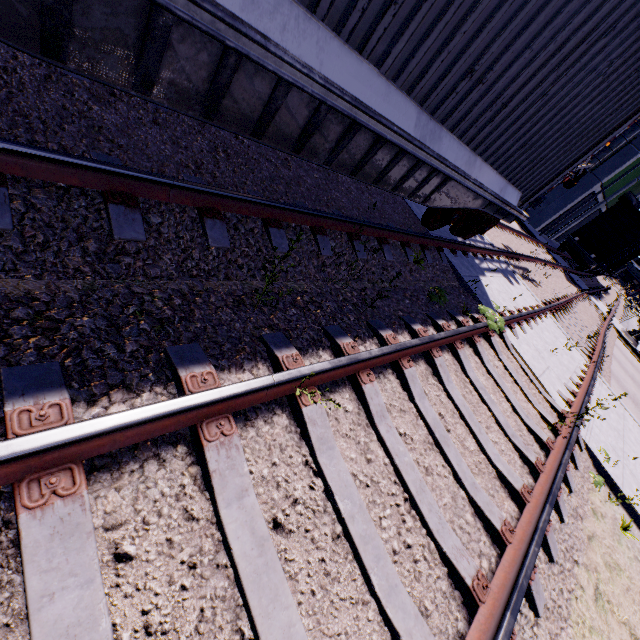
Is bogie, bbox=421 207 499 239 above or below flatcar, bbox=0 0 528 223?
below

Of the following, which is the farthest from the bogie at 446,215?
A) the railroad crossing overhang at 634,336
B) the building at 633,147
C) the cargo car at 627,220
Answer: the railroad crossing overhang at 634,336

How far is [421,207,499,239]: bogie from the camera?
6.2 meters

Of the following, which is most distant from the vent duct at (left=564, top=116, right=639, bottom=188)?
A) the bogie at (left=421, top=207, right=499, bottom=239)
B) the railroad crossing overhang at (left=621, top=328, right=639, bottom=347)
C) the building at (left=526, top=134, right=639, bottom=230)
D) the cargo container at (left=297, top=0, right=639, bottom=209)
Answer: the bogie at (left=421, top=207, right=499, bottom=239)

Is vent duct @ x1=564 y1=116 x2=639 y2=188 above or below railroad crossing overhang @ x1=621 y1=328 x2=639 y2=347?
above

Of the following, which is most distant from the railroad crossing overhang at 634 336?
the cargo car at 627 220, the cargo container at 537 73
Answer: the cargo car at 627 220

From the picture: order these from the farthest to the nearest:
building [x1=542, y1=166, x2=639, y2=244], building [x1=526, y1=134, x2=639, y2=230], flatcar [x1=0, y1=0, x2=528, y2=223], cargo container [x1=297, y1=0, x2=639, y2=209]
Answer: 1. building [x1=542, y1=166, x2=639, y2=244]
2. building [x1=526, y1=134, x2=639, y2=230]
3. cargo container [x1=297, y1=0, x2=639, y2=209]
4. flatcar [x1=0, y1=0, x2=528, y2=223]

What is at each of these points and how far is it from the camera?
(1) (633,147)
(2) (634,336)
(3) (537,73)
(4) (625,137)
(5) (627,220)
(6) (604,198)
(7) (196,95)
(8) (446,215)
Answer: (1) building, 22.30m
(2) railroad crossing overhang, 20.55m
(3) cargo container, 3.88m
(4) vent duct, 21.62m
(5) cargo car, 22.73m
(6) building, 28.48m
(7) flatcar, 2.32m
(8) bogie, 6.26m
